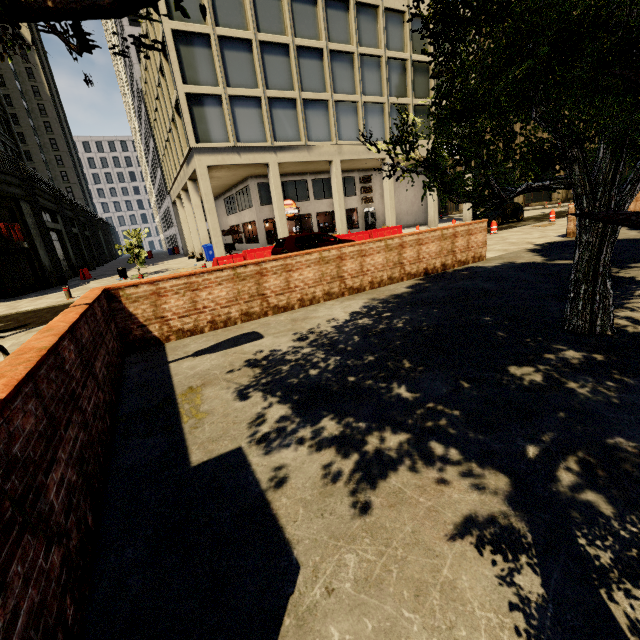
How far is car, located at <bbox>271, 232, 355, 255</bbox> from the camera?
13.2 meters

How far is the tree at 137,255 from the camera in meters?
19.3 m

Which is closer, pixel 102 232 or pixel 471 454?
pixel 471 454

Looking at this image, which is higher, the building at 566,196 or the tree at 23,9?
the tree at 23,9

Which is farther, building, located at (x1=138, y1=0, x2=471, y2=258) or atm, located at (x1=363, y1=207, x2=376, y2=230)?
atm, located at (x1=363, y1=207, x2=376, y2=230)

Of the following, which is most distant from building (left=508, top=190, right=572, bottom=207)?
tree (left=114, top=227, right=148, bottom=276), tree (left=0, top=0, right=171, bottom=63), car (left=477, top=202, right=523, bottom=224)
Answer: car (left=477, top=202, right=523, bottom=224)

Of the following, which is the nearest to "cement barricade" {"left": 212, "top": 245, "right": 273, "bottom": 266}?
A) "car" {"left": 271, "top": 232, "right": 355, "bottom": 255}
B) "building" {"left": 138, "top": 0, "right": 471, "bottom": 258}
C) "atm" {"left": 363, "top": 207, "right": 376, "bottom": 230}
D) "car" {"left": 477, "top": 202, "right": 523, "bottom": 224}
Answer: "car" {"left": 271, "top": 232, "right": 355, "bottom": 255}

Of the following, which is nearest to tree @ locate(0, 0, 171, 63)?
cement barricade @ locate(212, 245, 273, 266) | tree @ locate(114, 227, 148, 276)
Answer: cement barricade @ locate(212, 245, 273, 266)
